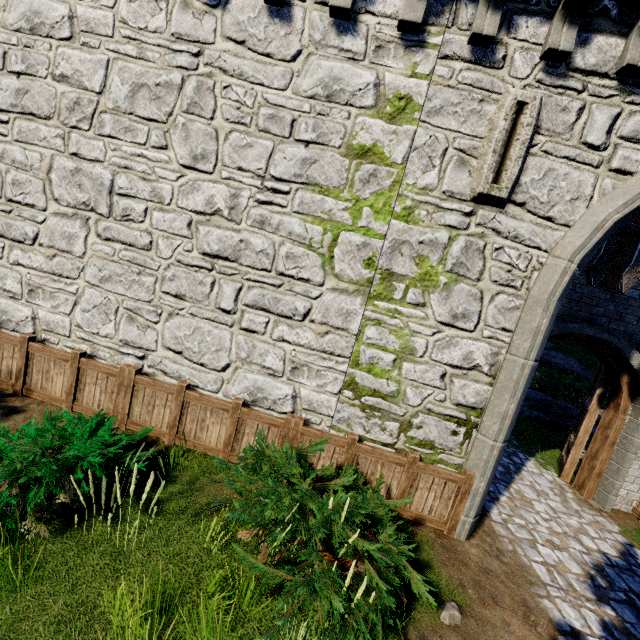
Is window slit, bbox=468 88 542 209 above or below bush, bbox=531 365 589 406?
above

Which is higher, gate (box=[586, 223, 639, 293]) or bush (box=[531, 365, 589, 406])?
gate (box=[586, 223, 639, 293])

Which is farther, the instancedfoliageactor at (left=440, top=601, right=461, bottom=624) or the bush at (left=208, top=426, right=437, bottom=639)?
the instancedfoliageactor at (left=440, top=601, right=461, bottom=624)

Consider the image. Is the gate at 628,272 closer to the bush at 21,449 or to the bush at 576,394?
the bush at 21,449

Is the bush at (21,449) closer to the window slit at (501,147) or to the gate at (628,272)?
the window slit at (501,147)

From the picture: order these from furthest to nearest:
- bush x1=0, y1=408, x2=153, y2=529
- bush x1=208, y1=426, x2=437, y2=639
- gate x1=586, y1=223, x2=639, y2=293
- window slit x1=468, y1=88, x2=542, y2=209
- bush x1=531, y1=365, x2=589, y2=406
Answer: bush x1=531, y1=365, x2=589, y2=406 < gate x1=586, y1=223, x2=639, y2=293 < window slit x1=468, y1=88, x2=542, y2=209 < bush x1=0, y1=408, x2=153, y2=529 < bush x1=208, y1=426, x2=437, y2=639

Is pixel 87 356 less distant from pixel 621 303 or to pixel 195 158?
pixel 195 158

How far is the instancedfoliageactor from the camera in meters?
3.8
